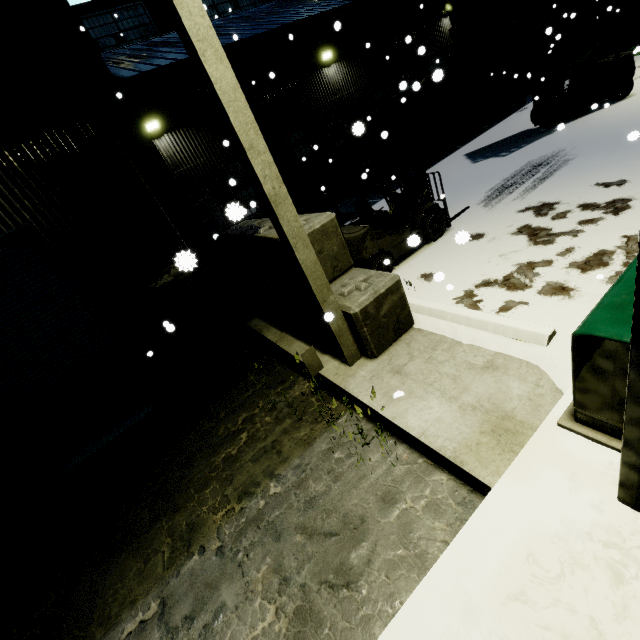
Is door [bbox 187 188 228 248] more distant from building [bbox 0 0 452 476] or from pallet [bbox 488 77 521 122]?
pallet [bbox 488 77 521 122]

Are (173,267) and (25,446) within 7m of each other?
yes

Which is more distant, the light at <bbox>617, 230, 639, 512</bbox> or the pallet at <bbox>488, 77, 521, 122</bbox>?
the pallet at <bbox>488, 77, 521, 122</bbox>

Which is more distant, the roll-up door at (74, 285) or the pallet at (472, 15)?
the pallet at (472, 15)

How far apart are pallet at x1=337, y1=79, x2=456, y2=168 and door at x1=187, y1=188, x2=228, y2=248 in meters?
5.0

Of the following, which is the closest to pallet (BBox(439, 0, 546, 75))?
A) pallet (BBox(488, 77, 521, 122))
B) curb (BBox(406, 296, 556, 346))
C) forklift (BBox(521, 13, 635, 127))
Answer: forklift (BBox(521, 13, 635, 127))

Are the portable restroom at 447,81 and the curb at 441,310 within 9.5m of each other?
no

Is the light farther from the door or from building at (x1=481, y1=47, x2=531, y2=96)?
the door
